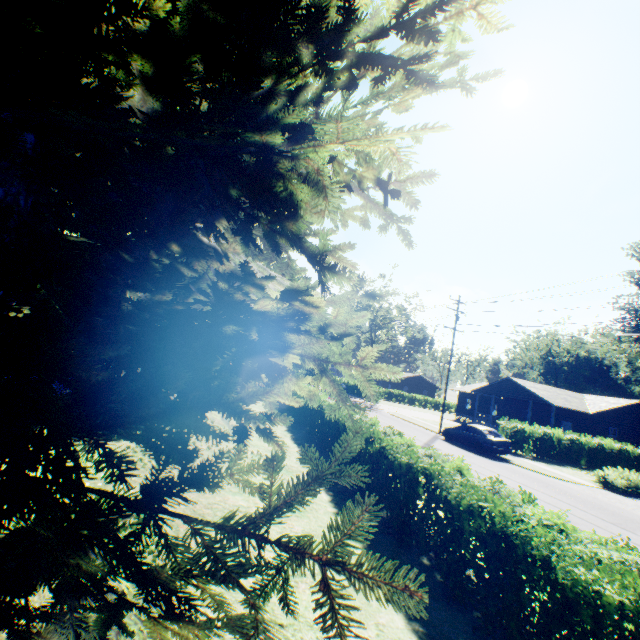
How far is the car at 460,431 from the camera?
20.4m

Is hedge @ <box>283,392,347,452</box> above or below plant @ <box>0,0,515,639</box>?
below

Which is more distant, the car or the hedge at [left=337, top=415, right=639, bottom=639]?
the car

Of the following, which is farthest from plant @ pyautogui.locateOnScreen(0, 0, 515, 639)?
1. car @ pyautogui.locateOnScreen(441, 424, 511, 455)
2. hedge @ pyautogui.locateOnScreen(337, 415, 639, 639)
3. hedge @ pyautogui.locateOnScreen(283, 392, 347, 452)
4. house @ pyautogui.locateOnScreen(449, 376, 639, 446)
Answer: house @ pyautogui.locateOnScreen(449, 376, 639, 446)

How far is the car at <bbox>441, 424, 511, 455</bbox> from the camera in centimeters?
2038cm

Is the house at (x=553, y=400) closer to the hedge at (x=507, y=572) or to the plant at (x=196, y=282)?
the plant at (x=196, y=282)

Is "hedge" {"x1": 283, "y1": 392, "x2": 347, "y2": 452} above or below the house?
below

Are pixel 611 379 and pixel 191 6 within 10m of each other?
no
